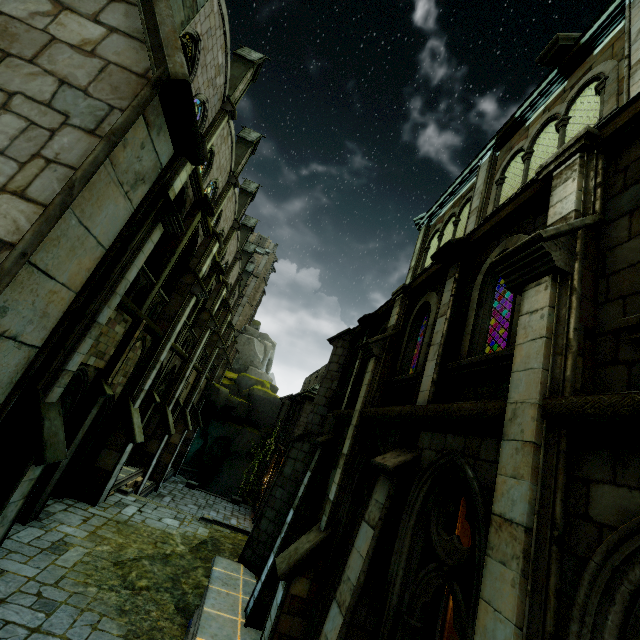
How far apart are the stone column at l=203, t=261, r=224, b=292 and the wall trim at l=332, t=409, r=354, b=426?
10.3 meters

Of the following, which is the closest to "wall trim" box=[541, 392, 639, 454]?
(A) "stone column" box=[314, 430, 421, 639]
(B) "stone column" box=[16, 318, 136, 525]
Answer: (A) "stone column" box=[314, 430, 421, 639]

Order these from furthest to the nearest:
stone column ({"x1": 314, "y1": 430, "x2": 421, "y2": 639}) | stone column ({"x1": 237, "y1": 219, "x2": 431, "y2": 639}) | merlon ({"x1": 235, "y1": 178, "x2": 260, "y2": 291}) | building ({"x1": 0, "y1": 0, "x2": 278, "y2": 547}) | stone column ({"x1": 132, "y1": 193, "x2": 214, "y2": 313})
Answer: merlon ({"x1": 235, "y1": 178, "x2": 260, "y2": 291})
stone column ({"x1": 132, "y1": 193, "x2": 214, "y2": 313})
stone column ({"x1": 237, "y1": 219, "x2": 431, "y2": 639})
stone column ({"x1": 314, "y1": 430, "x2": 421, "y2": 639})
building ({"x1": 0, "y1": 0, "x2": 278, "y2": 547})

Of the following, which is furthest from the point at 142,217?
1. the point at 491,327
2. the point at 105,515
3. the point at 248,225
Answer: the point at 248,225

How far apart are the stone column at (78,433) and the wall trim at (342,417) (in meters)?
7.26

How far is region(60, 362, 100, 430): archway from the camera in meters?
9.6 m

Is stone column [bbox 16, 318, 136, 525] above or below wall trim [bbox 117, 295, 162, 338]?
below

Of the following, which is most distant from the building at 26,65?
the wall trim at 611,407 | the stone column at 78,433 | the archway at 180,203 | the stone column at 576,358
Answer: the wall trim at 611,407
